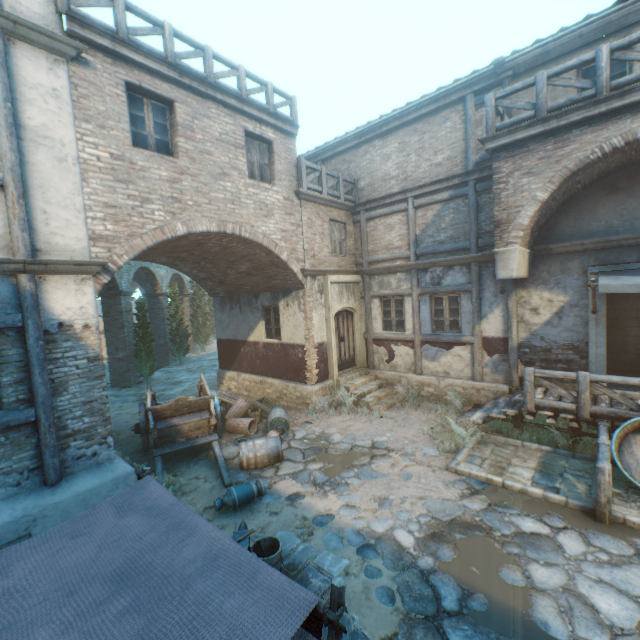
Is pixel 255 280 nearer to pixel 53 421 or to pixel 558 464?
pixel 53 421

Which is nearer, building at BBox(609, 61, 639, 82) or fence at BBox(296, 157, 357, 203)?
building at BBox(609, 61, 639, 82)

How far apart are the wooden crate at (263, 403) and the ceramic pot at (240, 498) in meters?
4.1 m

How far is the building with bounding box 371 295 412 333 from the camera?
11.7 meters

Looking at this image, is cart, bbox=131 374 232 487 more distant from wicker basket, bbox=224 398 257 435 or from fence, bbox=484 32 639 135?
fence, bbox=484 32 639 135

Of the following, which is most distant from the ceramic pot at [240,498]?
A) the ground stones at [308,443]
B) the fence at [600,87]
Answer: the fence at [600,87]

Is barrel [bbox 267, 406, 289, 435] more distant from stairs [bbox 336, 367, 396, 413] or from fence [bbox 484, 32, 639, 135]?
fence [bbox 484, 32, 639, 135]

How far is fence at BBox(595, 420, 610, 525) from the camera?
5.2m
